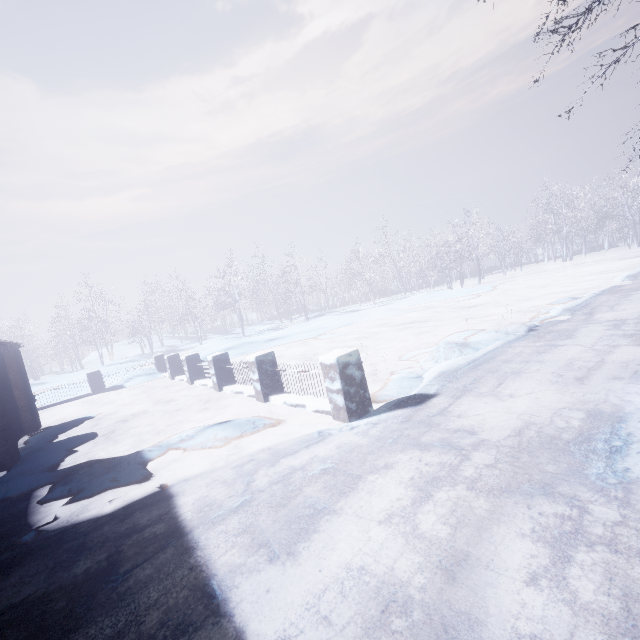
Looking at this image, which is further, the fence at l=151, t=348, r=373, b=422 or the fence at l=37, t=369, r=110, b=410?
the fence at l=37, t=369, r=110, b=410

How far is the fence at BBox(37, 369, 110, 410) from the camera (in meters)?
11.96

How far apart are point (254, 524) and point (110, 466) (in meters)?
3.20

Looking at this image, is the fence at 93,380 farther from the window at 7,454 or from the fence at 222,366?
the window at 7,454

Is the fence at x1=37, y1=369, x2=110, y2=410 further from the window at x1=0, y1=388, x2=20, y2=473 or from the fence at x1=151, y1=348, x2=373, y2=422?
the window at x1=0, y1=388, x2=20, y2=473

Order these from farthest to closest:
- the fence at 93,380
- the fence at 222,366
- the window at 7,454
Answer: the fence at 93,380 < the window at 7,454 < the fence at 222,366

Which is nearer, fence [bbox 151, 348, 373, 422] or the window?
fence [bbox 151, 348, 373, 422]

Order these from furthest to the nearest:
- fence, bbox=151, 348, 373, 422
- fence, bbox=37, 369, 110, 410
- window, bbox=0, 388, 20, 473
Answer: fence, bbox=37, 369, 110, 410
window, bbox=0, 388, 20, 473
fence, bbox=151, 348, 373, 422
